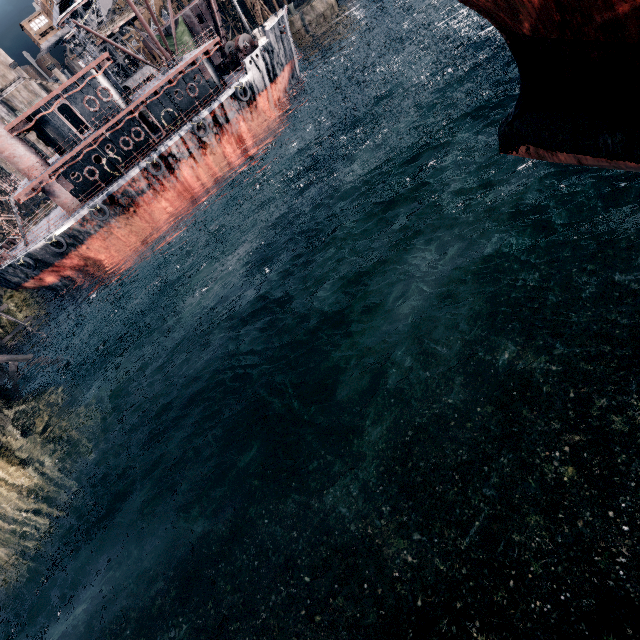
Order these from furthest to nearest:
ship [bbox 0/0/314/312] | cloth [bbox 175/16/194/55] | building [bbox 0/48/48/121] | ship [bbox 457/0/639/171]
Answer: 1. building [bbox 0/48/48/121]
2. cloth [bbox 175/16/194/55]
3. ship [bbox 0/0/314/312]
4. ship [bbox 457/0/639/171]

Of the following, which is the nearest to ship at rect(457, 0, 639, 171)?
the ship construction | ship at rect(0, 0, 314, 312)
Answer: ship at rect(0, 0, 314, 312)

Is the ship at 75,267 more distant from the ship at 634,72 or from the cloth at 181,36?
the ship at 634,72

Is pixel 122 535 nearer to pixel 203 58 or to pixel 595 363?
pixel 595 363

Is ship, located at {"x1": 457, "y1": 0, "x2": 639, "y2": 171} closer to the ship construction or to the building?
the ship construction

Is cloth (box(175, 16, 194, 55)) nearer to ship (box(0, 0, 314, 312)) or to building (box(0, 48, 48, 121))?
building (box(0, 48, 48, 121))

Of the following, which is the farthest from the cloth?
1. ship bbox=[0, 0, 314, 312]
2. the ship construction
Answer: ship bbox=[0, 0, 314, 312]

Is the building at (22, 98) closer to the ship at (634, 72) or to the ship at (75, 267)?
the ship at (75, 267)
